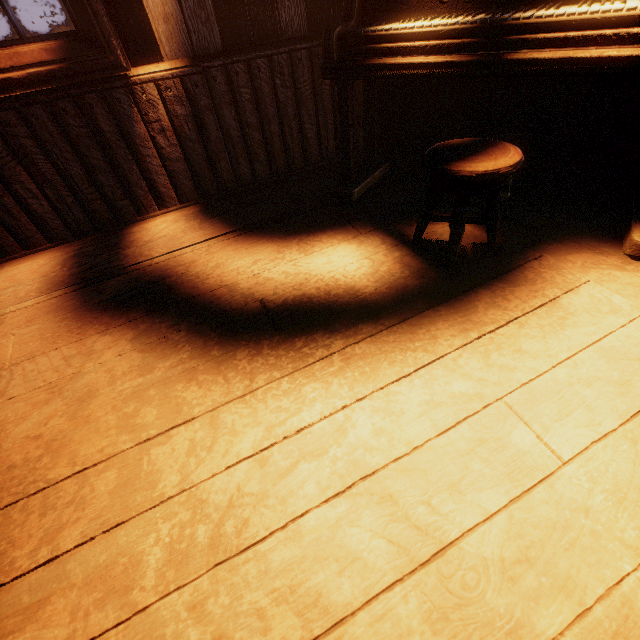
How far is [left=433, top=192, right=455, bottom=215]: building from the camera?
2.04m

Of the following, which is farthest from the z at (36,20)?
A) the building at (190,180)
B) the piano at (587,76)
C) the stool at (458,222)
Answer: the stool at (458,222)

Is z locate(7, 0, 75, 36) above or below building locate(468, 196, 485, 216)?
above

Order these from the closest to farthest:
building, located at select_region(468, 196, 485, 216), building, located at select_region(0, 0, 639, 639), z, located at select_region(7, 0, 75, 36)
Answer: building, located at select_region(0, 0, 639, 639), building, located at select_region(468, 196, 485, 216), z, located at select_region(7, 0, 75, 36)

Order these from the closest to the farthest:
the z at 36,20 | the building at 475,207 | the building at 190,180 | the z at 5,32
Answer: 1. the building at 190,180
2. the building at 475,207
3. the z at 5,32
4. the z at 36,20

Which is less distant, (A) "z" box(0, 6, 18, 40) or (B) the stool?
(B) the stool

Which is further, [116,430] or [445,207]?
[445,207]

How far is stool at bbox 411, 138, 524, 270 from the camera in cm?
130
